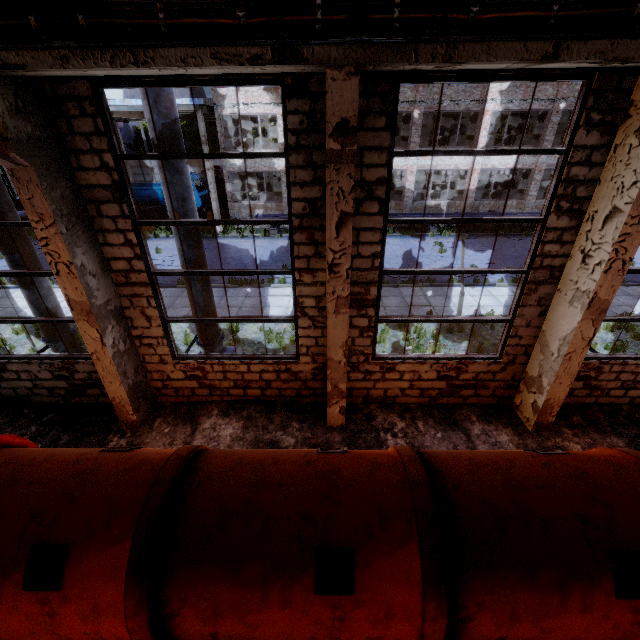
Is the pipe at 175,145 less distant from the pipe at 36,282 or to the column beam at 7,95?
the pipe at 36,282

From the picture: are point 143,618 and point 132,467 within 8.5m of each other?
yes

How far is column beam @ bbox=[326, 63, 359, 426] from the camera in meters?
3.9

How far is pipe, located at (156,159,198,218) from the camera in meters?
6.2 m

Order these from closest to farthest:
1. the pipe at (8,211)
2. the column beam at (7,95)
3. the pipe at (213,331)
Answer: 1. the column beam at (7,95)
2. the pipe at (8,211)
3. the pipe at (213,331)

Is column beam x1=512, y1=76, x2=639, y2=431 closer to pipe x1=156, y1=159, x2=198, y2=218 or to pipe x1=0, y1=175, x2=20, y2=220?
pipe x1=156, y1=159, x2=198, y2=218

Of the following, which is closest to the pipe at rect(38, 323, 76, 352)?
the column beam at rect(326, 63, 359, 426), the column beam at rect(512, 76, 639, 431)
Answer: the column beam at rect(326, 63, 359, 426)
